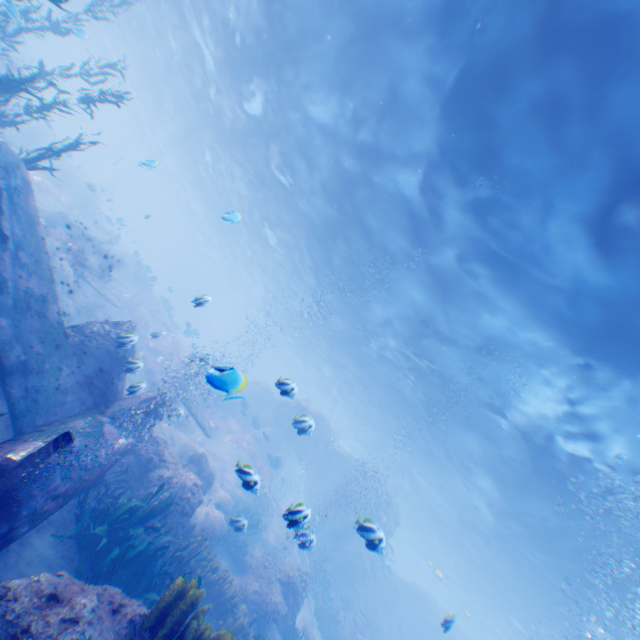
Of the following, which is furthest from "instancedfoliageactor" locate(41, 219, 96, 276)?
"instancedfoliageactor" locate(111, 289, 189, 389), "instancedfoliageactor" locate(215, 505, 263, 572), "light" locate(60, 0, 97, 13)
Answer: "instancedfoliageactor" locate(215, 505, 263, 572)

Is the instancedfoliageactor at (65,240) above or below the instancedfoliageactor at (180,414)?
below

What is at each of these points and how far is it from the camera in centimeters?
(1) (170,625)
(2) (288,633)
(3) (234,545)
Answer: (1) instancedfoliageactor, 409cm
(2) instancedfoliageactor, 1212cm
(3) instancedfoliageactor, 1298cm

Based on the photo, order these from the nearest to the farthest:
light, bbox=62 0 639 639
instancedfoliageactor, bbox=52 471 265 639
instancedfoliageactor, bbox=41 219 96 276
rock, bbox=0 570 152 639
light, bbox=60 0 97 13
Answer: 1. rock, bbox=0 570 152 639
2. instancedfoliageactor, bbox=52 471 265 639
3. light, bbox=62 0 639 639
4. instancedfoliageactor, bbox=41 219 96 276
5. light, bbox=60 0 97 13

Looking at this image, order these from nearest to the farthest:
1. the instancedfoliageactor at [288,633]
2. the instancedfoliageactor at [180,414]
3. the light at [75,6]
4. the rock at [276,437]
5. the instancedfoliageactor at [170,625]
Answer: the instancedfoliageactor at [170,625], the rock at [276,437], the instancedfoliageactor at [180,414], the instancedfoliageactor at [288,633], the light at [75,6]

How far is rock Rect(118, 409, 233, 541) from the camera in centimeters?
852cm

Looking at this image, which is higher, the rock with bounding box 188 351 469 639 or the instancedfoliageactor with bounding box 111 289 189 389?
the rock with bounding box 188 351 469 639

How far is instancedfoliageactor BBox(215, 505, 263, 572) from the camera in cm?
837
